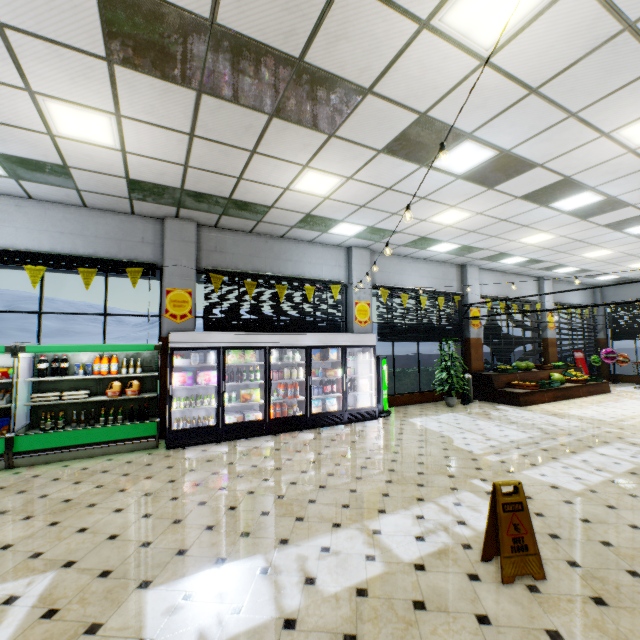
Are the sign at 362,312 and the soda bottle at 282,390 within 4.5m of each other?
yes

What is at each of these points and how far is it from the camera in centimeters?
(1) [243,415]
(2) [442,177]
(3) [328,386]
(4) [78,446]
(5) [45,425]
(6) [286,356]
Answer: (1) boxed frozen food, 727cm
(2) building, 580cm
(3) soda bottle, 810cm
(4) refrigerated case, 568cm
(5) wine bottle, 574cm
(6) milk jug, 763cm

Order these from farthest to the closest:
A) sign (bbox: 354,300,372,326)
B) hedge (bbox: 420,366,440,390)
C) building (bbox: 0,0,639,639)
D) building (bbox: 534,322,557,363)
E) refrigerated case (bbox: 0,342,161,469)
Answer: building (bbox: 534,322,557,363) → hedge (bbox: 420,366,440,390) → sign (bbox: 354,300,372,326) → refrigerated case (bbox: 0,342,161,469) → building (bbox: 0,0,639,639)

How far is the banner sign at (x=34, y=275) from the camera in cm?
616

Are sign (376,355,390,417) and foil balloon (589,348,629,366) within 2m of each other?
no

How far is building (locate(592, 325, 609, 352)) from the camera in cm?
1653

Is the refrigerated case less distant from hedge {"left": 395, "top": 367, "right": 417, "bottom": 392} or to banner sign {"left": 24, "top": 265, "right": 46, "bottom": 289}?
banner sign {"left": 24, "top": 265, "right": 46, "bottom": 289}

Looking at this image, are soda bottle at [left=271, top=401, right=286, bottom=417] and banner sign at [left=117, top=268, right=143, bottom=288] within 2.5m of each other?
no
